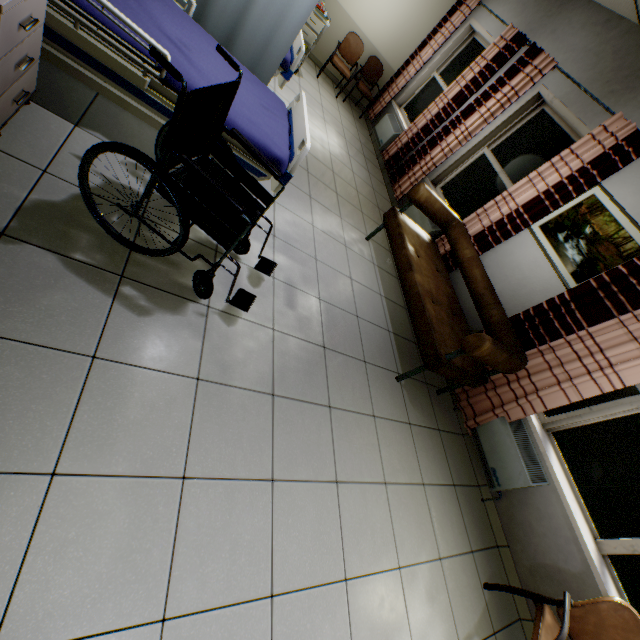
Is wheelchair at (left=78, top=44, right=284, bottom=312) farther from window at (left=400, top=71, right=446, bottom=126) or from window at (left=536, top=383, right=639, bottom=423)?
window at (left=400, top=71, right=446, bottom=126)

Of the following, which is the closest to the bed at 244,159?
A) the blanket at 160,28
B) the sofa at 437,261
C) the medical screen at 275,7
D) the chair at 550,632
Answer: the blanket at 160,28

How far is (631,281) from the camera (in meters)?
2.70

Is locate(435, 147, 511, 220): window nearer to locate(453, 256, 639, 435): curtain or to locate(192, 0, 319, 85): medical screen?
locate(453, 256, 639, 435): curtain

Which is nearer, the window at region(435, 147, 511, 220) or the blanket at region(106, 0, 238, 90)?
the blanket at region(106, 0, 238, 90)

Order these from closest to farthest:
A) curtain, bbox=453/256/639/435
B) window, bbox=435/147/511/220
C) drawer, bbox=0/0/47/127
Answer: drawer, bbox=0/0/47/127 → curtain, bbox=453/256/639/435 → window, bbox=435/147/511/220

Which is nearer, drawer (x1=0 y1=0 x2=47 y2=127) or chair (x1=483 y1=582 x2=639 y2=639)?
drawer (x1=0 y1=0 x2=47 y2=127)

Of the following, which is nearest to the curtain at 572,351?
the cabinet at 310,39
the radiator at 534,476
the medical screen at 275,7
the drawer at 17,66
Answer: the radiator at 534,476
